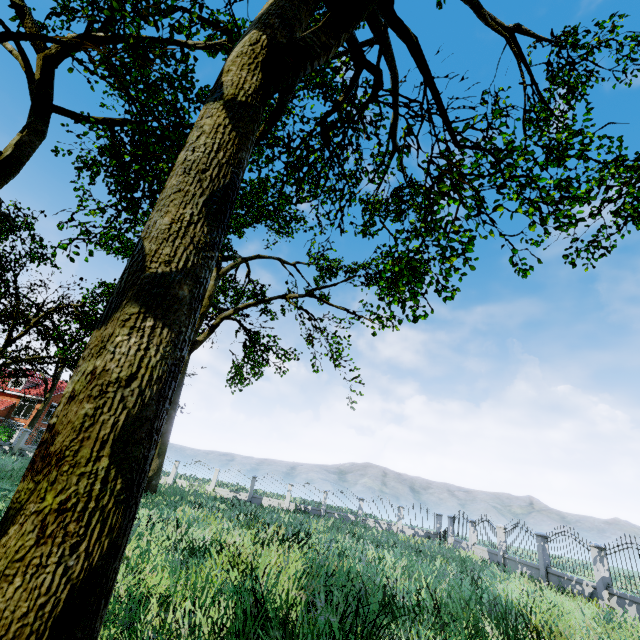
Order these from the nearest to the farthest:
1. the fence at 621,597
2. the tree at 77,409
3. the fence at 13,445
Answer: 1. the tree at 77,409
2. the fence at 621,597
3. the fence at 13,445

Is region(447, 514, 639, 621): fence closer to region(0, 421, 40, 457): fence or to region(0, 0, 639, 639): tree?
region(0, 0, 639, 639): tree

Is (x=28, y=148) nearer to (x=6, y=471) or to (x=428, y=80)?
(x=428, y=80)

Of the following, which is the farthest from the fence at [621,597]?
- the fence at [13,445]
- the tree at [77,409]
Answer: the fence at [13,445]

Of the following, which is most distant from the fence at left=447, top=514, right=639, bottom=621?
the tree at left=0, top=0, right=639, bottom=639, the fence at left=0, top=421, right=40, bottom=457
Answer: the fence at left=0, top=421, right=40, bottom=457

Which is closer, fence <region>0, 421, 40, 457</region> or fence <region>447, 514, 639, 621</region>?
fence <region>447, 514, 639, 621</region>
